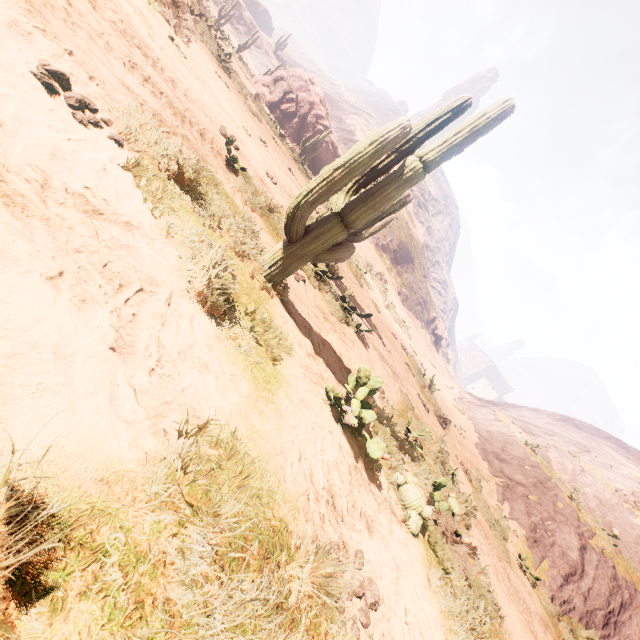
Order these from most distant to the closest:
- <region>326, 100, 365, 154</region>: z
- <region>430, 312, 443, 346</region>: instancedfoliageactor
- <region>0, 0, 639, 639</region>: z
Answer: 1. <region>326, 100, 365, 154</region>: z
2. <region>430, 312, 443, 346</region>: instancedfoliageactor
3. <region>0, 0, 639, 639</region>: z

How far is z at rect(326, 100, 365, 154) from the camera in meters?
51.3

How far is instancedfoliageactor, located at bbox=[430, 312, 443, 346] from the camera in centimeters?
4869cm

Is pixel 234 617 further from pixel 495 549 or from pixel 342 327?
pixel 495 549

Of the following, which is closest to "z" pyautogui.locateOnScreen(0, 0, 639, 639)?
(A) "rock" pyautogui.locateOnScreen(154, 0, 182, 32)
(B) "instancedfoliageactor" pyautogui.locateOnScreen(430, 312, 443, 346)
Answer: (B) "instancedfoliageactor" pyautogui.locateOnScreen(430, 312, 443, 346)

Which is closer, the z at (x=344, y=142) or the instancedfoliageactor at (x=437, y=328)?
the instancedfoliageactor at (x=437, y=328)

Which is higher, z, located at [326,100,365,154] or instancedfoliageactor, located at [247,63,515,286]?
z, located at [326,100,365,154]

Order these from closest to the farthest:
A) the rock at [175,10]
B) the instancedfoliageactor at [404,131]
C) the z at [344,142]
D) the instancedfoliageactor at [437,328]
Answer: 1. the instancedfoliageactor at [404,131]
2. the rock at [175,10]
3. the instancedfoliageactor at [437,328]
4. the z at [344,142]
